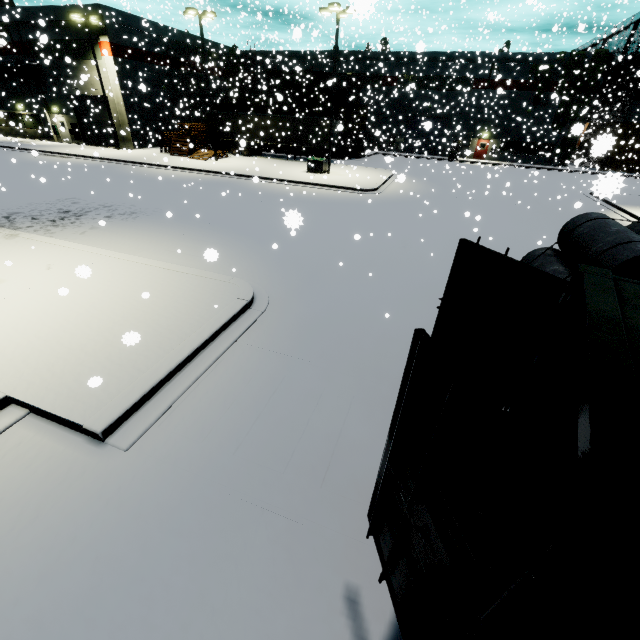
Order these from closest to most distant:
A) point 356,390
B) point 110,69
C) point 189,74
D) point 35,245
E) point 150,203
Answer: point 356,390
point 35,245
point 150,203
point 110,69
point 189,74

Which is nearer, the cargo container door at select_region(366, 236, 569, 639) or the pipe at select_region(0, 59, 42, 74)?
the cargo container door at select_region(366, 236, 569, 639)

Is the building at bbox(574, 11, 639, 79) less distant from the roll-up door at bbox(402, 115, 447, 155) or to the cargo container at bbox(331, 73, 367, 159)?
the roll-up door at bbox(402, 115, 447, 155)

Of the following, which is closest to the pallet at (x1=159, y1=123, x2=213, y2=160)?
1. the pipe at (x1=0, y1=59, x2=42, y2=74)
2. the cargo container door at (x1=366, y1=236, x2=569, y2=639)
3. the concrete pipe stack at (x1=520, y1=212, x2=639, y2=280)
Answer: the cargo container door at (x1=366, y1=236, x2=569, y2=639)

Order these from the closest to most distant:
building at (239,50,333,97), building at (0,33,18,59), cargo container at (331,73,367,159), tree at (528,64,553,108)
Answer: building at (0,33,18,59) → cargo container at (331,73,367,159) → tree at (528,64,553,108) → building at (239,50,333,97)

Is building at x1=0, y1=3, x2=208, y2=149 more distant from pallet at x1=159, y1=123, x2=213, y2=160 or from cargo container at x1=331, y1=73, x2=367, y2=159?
cargo container at x1=331, y1=73, x2=367, y2=159

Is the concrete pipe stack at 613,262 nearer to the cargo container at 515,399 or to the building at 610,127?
the building at 610,127

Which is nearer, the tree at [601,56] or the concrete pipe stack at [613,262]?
the concrete pipe stack at [613,262]
